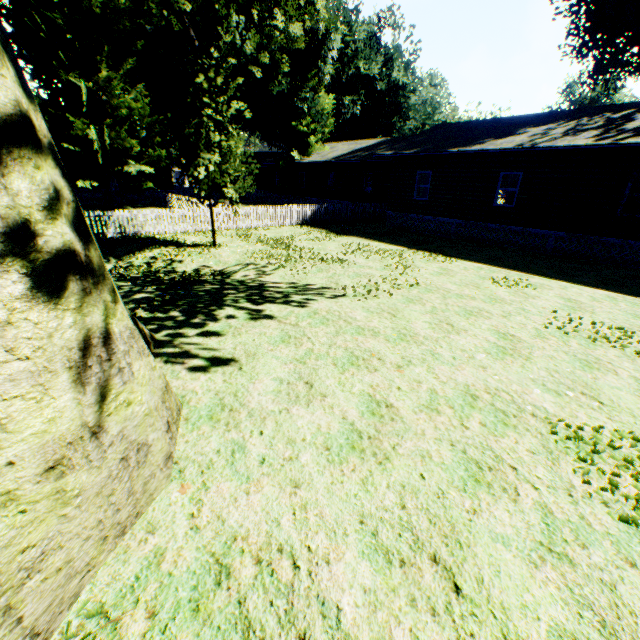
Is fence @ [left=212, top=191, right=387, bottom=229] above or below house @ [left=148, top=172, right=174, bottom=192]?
below

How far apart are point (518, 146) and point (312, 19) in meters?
20.9

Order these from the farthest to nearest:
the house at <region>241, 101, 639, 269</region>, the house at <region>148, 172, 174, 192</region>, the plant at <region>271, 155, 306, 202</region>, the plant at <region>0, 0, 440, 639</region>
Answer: the house at <region>148, 172, 174, 192</region>
the plant at <region>271, 155, 306, 202</region>
the house at <region>241, 101, 639, 269</region>
the plant at <region>0, 0, 440, 639</region>

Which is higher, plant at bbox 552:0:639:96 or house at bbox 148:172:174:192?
plant at bbox 552:0:639:96

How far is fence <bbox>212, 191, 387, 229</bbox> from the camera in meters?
19.0

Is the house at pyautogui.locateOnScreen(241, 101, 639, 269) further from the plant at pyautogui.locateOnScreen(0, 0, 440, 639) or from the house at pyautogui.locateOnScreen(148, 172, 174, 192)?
the house at pyautogui.locateOnScreen(148, 172, 174, 192)

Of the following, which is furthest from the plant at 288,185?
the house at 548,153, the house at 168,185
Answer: the house at 168,185

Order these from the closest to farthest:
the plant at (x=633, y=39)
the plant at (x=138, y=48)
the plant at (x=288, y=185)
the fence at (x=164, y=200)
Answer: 1. the plant at (x=138, y=48)
2. the fence at (x=164, y=200)
3. the plant at (x=633, y=39)
4. the plant at (x=288, y=185)
